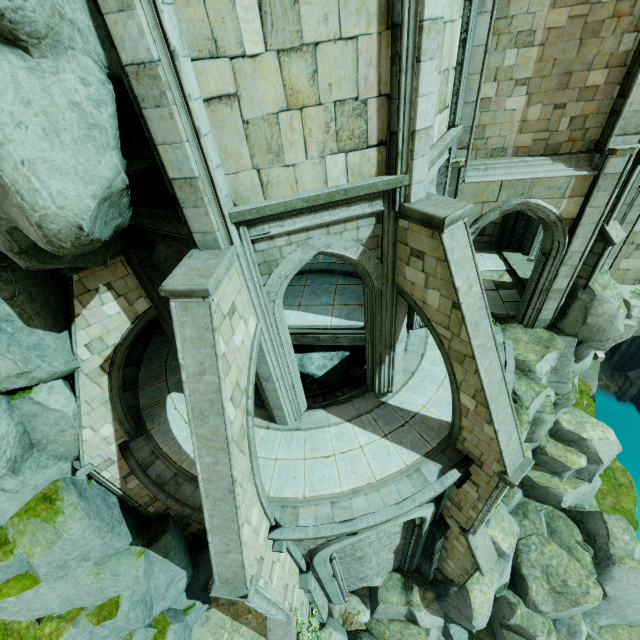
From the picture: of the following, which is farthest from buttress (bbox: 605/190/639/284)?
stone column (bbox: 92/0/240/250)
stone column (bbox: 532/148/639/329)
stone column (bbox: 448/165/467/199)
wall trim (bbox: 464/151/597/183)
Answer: stone column (bbox: 92/0/240/250)

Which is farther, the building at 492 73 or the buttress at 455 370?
the building at 492 73

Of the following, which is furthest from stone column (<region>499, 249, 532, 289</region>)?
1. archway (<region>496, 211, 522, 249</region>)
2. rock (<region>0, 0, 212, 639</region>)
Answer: rock (<region>0, 0, 212, 639</region>)

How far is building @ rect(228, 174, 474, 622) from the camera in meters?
6.6

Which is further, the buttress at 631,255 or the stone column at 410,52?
the buttress at 631,255

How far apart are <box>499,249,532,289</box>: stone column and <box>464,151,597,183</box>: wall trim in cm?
576

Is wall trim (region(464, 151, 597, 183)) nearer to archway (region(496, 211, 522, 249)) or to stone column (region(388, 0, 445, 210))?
archway (region(496, 211, 522, 249))

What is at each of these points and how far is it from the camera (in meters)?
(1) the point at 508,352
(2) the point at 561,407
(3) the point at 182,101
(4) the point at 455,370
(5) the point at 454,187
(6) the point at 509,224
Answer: (1) building, 11.51
(2) rock, 13.39
(3) stone column, 4.51
(4) buttress, 7.70
(5) stone column, 9.41
(6) archway, 15.50
